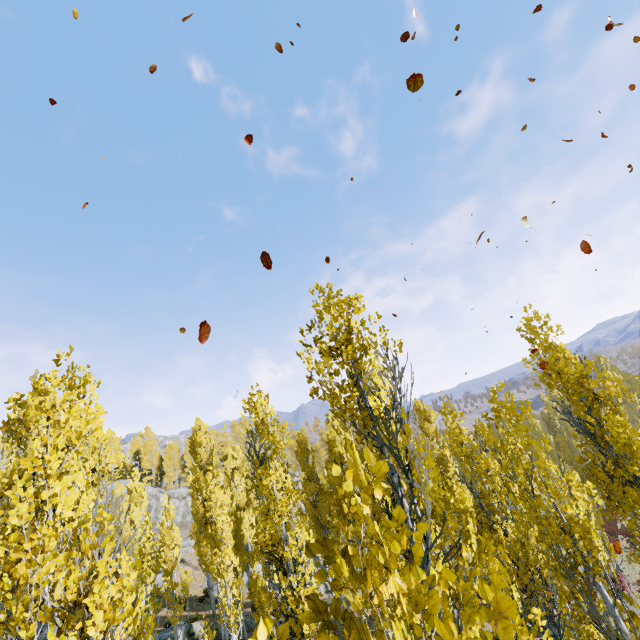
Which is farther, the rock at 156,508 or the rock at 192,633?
the rock at 156,508

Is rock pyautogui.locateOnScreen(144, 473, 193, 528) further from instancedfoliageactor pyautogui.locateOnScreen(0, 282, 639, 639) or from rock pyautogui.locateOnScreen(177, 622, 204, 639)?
rock pyautogui.locateOnScreen(177, 622, 204, 639)

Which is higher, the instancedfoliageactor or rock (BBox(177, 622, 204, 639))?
the instancedfoliageactor

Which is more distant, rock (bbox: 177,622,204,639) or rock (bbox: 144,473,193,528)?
rock (bbox: 144,473,193,528)

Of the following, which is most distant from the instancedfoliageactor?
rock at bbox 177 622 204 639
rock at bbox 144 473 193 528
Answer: rock at bbox 177 622 204 639

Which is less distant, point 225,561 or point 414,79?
point 414,79

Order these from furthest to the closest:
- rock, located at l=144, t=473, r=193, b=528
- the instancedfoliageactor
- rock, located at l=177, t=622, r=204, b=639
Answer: rock, located at l=144, t=473, r=193, b=528, rock, located at l=177, t=622, r=204, b=639, the instancedfoliageactor

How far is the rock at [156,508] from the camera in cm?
4419
